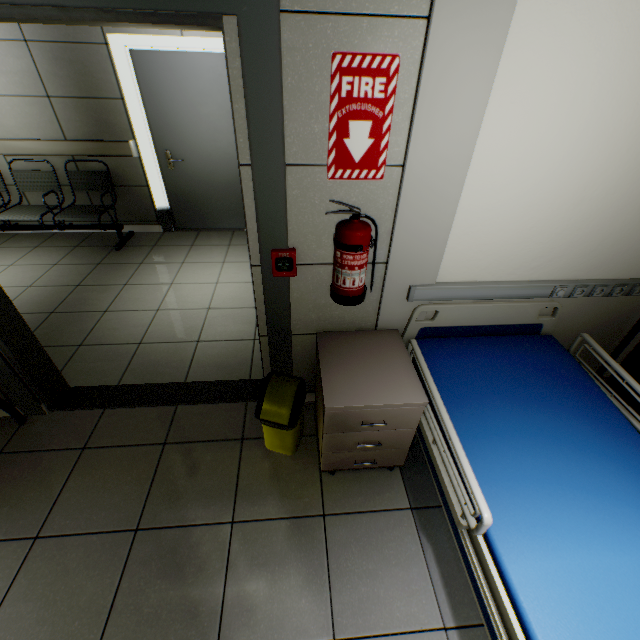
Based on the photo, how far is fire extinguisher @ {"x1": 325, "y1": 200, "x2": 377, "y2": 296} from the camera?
1.4 meters

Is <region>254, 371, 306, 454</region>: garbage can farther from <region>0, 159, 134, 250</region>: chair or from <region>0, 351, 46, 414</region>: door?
<region>0, 159, 134, 250</region>: chair

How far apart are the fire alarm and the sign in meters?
0.4

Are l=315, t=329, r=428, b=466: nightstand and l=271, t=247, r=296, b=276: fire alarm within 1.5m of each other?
yes

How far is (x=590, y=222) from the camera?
1.7 meters

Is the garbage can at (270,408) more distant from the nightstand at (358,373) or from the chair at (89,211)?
the chair at (89,211)

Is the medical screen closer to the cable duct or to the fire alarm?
the cable duct

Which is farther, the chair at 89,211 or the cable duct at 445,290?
the chair at 89,211
